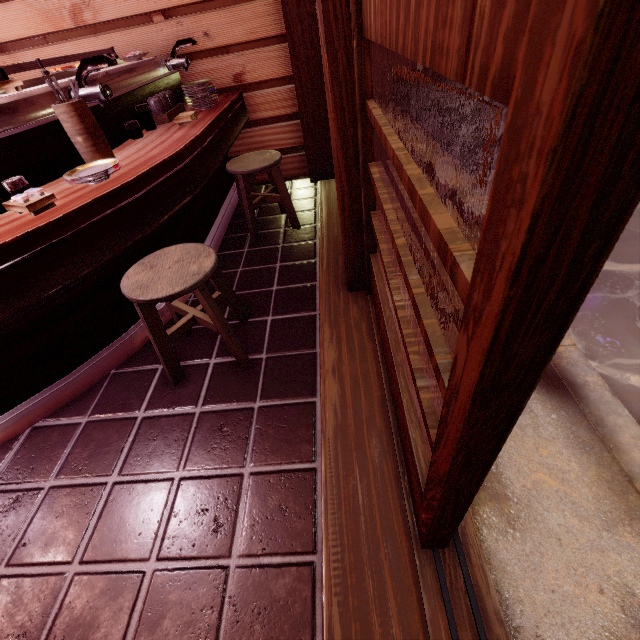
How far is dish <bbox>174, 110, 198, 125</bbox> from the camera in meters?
4.4

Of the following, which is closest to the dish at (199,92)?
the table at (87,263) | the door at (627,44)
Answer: the table at (87,263)

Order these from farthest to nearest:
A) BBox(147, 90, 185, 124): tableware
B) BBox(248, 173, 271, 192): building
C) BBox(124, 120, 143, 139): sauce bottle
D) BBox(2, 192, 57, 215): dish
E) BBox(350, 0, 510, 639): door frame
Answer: BBox(248, 173, 271, 192): building, BBox(147, 90, 185, 124): tableware, BBox(124, 120, 143, 139): sauce bottle, BBox(2, 192, 57, 215): dish, BBox(350, 0, 510, 639): door frame

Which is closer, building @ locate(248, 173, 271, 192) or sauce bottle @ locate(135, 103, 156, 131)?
sauce bottle @ locate(135, 103, 156, 131)

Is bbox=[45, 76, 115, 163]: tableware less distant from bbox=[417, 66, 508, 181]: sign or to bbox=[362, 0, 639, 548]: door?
bbox=[362, 0, 639, 548]: door

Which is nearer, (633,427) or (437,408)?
(437,408)

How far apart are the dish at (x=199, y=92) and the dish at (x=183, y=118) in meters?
0.5 m

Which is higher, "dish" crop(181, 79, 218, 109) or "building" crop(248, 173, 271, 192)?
"dish" crop(181, 79, 218, 109)
